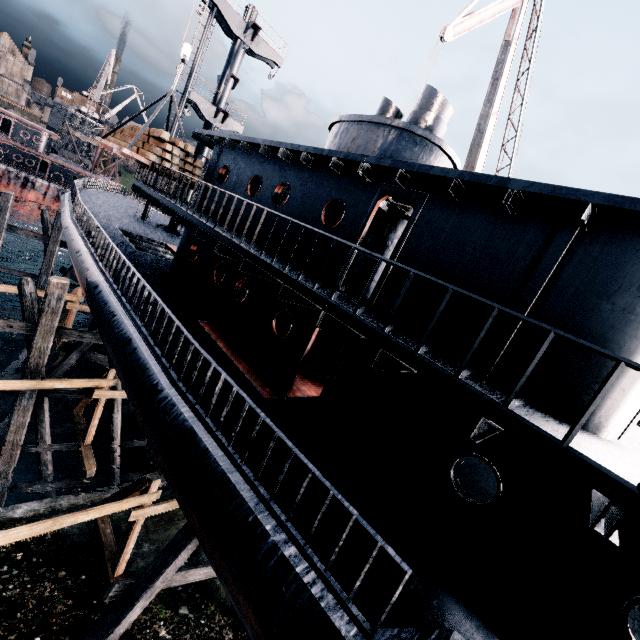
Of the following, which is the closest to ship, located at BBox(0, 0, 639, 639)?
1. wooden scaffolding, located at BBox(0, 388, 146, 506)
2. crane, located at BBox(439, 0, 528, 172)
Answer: wooden scaffolding, located at BBox(0, 388, 146, 506)

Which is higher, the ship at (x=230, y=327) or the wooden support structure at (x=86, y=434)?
the ship at (x=230, y=327)

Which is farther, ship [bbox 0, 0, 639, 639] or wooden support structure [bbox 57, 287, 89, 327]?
wooden support structure [bbox 57, 287, 89, 327]

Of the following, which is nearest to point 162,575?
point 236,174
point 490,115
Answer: point 236,174

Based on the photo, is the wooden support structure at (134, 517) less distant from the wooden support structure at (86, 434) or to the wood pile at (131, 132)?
the wooden support structure at (86, 434)

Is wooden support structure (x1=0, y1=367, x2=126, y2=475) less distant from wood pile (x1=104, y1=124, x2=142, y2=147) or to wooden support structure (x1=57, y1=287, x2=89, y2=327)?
wooden support structure (x1=57, y1=287, x2=89, y2=327)

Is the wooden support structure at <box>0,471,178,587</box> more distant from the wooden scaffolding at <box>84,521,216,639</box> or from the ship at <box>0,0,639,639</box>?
the wooden scaffolding at <box>84,521,216,639</box>

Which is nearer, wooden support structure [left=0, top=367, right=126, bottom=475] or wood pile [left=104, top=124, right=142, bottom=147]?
wooden support structure [left=0, top=367, right=126, bottom=475]
